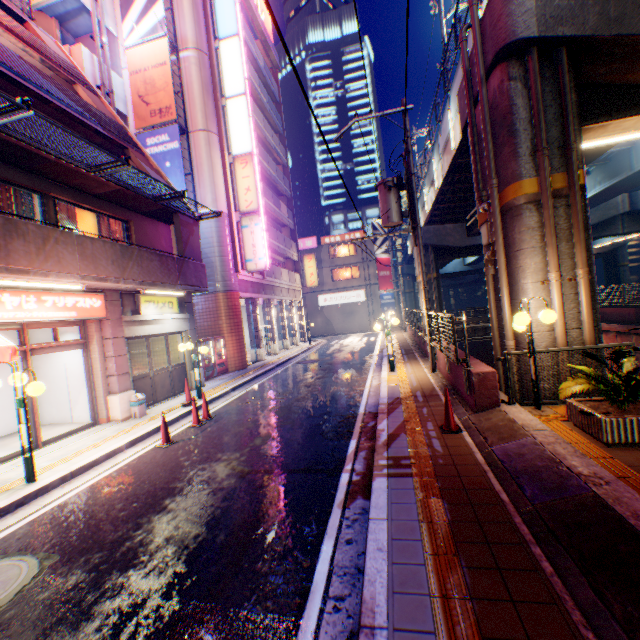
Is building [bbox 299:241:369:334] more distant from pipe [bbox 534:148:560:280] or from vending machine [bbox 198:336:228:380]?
pipe [bbox 534:148:560:280]

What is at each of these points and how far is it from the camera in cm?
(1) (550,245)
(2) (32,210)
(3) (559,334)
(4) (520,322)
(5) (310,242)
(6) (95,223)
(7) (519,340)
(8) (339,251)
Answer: (1) pipe, 695
(2) curtain, 883
(3) pipe, 698
(4) street lamp, 620
(5) sign, 4225
(6) window glass, 1108
(7) overpass support, 795
(8) window glass, 4234

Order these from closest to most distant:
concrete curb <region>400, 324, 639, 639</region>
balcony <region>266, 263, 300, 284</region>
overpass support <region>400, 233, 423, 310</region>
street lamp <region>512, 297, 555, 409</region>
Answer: concrete curb <region>400, 324, 639, 639</region>
street lamp <region>512, 297, 555, 409</region>
balcony <region>266, 263, 300, 284</region>
overpass support <region>400, 233, 423, 310</region>

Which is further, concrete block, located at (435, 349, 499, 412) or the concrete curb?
concrete block, located at (435, 349, 499, 412)

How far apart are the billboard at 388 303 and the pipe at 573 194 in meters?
34.3

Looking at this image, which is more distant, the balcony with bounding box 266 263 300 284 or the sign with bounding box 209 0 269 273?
the balcony with bounding box 266 263 300 284

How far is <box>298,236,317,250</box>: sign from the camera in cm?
4212

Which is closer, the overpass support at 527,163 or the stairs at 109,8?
the overpass support at 527,163
